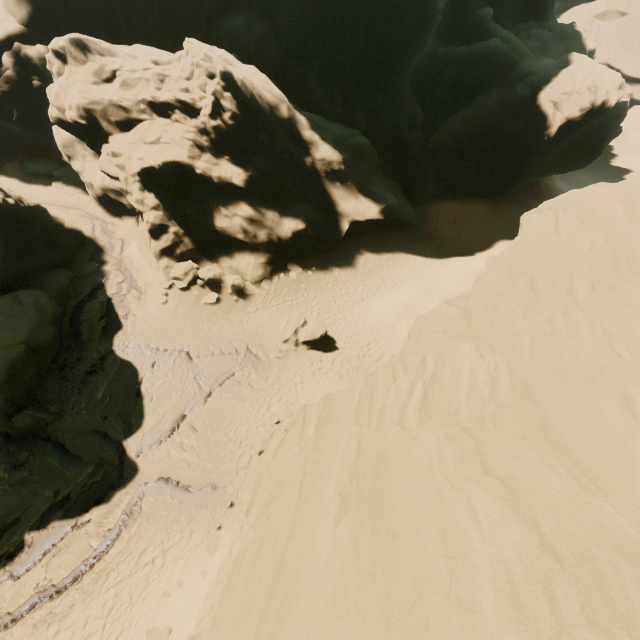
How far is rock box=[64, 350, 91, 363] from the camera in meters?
16.5 m

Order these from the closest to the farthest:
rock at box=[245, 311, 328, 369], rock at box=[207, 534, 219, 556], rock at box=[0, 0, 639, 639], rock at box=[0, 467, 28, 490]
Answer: rock at box=[0, 0, 639, 639], rock at box=[207, 534, 219, 556], rock at box=[0, 467, 28, 490], rock at box=[245, 311, 328, 369]

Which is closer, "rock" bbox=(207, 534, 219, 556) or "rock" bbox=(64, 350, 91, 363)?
"rock" bbox=(207, 534, 219, 556)

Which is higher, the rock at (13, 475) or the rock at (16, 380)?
the rock at (16, 380)

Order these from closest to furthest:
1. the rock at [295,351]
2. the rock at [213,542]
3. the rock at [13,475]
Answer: the rock at [213,542] → the rock at [13,475] → the rock at [295,351]

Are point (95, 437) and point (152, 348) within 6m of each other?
yes
